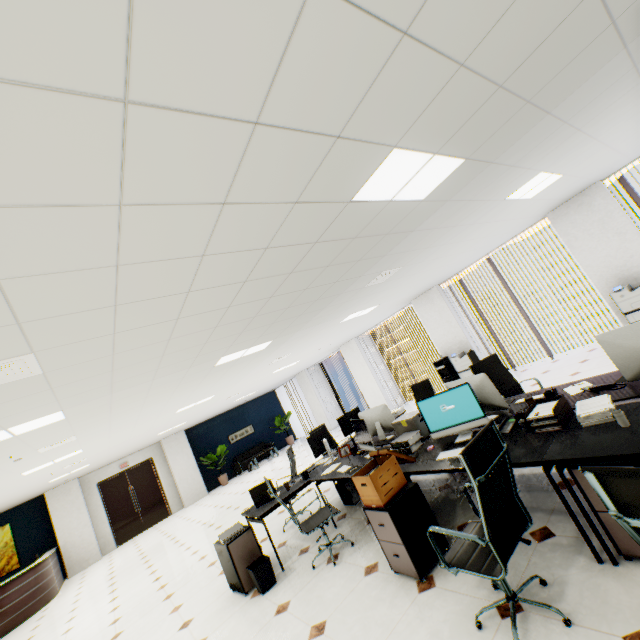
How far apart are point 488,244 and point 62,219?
7.37m

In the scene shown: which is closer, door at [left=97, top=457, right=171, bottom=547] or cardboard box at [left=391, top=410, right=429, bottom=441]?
cardboard box at [left=391, top=410, right=429, bottom=441]

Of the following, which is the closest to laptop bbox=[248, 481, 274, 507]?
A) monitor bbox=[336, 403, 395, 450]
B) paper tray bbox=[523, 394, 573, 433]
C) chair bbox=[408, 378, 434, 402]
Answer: monitor bbox=[336, 403, 395, 450]

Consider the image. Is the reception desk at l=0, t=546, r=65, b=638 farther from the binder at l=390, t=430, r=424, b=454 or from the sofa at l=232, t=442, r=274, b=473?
the binder at l=390, t=430, r=424, b=454

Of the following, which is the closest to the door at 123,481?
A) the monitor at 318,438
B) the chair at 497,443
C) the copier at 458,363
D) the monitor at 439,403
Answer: the monitor at 318,438

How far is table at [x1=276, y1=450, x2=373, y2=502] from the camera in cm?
430

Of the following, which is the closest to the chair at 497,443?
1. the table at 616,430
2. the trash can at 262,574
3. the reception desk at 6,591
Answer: the table at 616,430

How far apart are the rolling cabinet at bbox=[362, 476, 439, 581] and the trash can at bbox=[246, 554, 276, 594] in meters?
1.8
